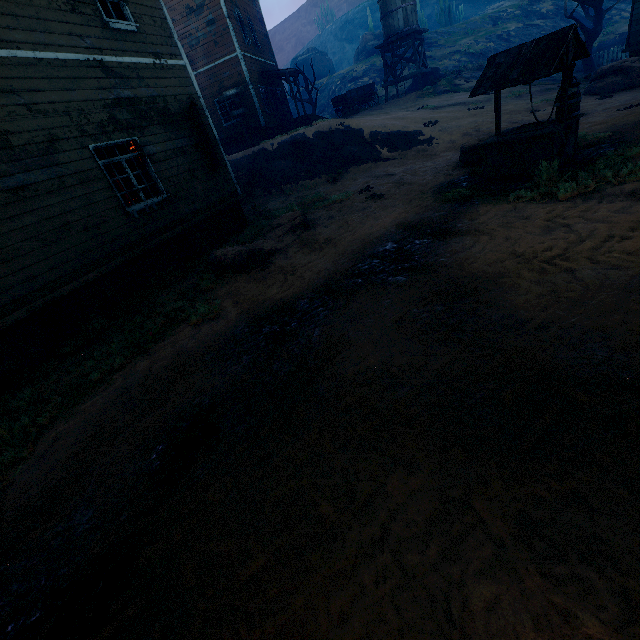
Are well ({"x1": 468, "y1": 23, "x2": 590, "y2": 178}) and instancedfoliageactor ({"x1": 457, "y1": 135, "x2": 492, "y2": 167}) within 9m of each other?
yes

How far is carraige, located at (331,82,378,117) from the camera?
24.1m

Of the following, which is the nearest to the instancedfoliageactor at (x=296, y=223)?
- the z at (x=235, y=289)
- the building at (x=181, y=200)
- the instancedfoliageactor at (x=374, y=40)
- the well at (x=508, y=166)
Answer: the z at (x=235, y=289)

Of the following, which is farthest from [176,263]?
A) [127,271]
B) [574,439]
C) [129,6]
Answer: [574,439]

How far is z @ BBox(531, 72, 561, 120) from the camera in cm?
1235

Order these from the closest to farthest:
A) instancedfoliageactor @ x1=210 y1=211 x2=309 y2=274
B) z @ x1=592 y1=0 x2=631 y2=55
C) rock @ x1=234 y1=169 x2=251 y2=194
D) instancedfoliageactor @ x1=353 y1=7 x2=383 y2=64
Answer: instancedfoliageactor @ x1=210 y1=211 x2=309 y2=274 → rock @ x1=234 y1=169 x2=251 y2=194 → z @ x1=592 y1=0 x2=631 y2=55 → instancedfoliageactor @ x1=353 y1=7 x2=383 y2=64

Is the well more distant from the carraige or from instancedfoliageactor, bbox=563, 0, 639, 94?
the carraige

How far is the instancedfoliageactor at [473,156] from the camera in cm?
909
